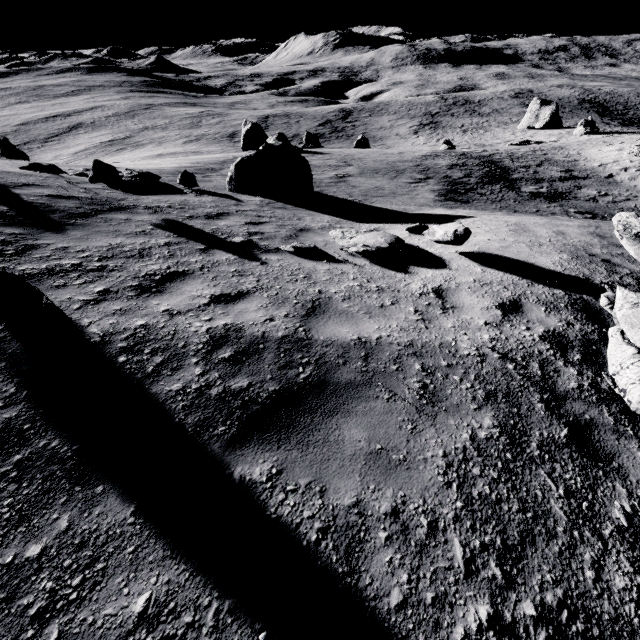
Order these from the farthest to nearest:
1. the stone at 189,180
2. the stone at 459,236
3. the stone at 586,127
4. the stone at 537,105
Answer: the stone at 537,105 → the stone at 586,127 → the stone at 189,180 → the stone at 459,236

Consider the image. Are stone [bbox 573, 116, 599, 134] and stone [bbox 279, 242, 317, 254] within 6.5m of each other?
no

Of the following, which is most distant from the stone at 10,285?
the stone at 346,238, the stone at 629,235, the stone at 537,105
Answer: the stone at 537,105

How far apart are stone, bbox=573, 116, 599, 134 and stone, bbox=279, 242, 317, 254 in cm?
5711

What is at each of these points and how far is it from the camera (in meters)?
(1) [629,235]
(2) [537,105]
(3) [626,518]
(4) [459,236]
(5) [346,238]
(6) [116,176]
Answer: (1) stone, 5.46
(2) stone, 54.34
(3) stone, 2.23
(4) stone, 6.01
(5) stone, 7.32
(6) stone, 7.28

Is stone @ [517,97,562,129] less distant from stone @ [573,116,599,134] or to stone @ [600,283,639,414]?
stone @ [573,116,599,134]

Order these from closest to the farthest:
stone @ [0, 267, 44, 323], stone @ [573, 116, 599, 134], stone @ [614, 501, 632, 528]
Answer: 1. stone @ [614, 501, 632, 528]
2. stone @ [0, 267, 44, 323]
3. stone @ [573, 116, 599, 134]

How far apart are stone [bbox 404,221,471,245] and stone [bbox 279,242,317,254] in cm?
230
